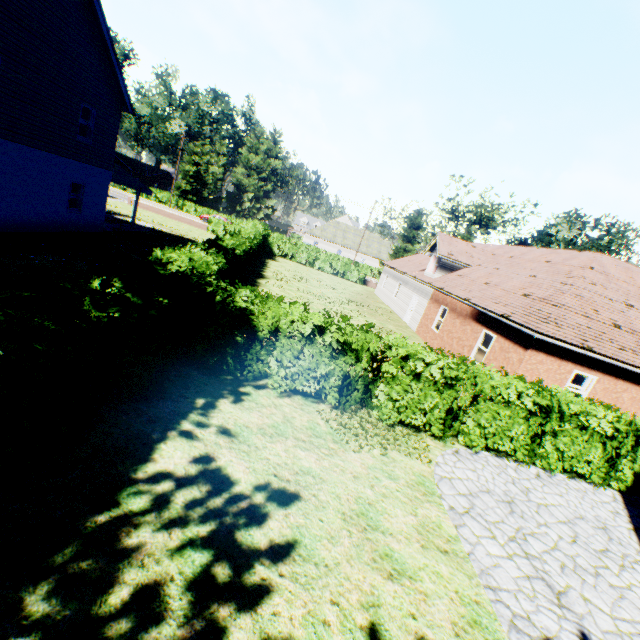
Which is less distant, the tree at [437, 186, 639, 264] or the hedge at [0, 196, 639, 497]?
the hedge at [0, 196, 639, 497]

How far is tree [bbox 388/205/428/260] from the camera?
36.38m

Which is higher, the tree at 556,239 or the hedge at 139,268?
the tree at 556,239

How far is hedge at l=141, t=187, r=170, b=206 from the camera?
51.56m

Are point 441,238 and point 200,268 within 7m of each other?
no

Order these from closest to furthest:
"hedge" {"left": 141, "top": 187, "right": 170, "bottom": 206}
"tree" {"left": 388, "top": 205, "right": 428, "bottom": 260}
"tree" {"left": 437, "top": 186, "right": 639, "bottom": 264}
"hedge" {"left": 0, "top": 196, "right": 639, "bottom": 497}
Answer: "hedge" {"left": 0, "top": 196, "right": 639, "bottom": 497}
"tree" {"left": 437, "top": 186, "right": 639, "bottom": 264}
"tree" {"left": 388, "top": 205, "right": 428, "bottom": 260}
"hedge" {"left": 141, "top": 187, "right": 170, "bottom": 206}

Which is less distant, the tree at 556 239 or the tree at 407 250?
the tree at 556 239
